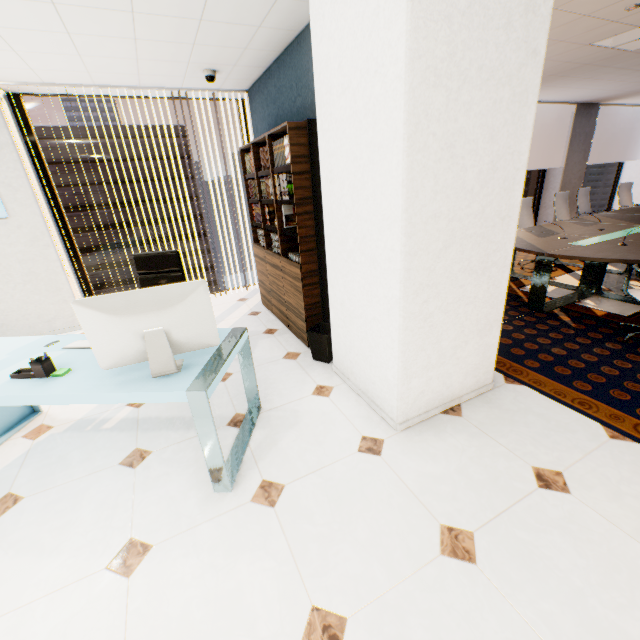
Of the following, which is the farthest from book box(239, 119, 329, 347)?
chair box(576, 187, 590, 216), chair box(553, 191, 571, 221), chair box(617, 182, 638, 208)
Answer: chair box(617, 182, 638, 208)

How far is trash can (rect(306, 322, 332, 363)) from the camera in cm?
317

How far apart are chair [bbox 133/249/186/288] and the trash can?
1.2 meters

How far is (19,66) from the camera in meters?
3.2 m

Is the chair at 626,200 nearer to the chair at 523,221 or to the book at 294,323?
the chair at 523,221

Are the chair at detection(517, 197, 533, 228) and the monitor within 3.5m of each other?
no

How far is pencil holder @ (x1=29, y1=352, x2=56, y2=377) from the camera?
1.89m

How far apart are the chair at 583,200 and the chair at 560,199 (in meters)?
0.58
